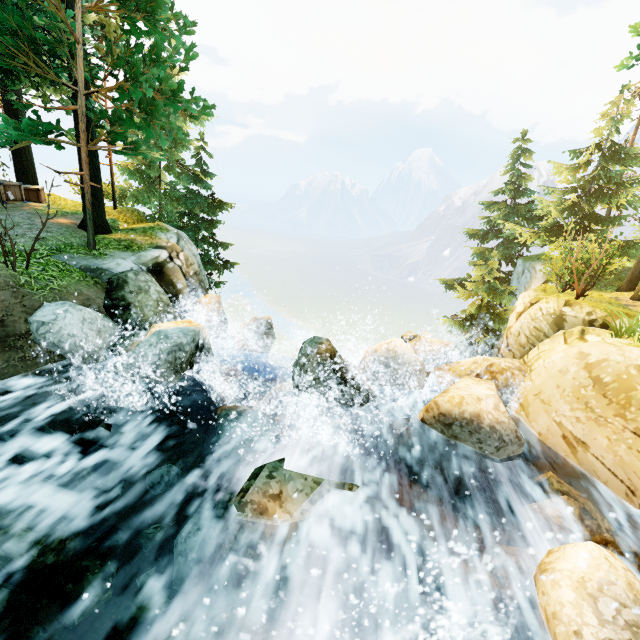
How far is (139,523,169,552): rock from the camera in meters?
4.6

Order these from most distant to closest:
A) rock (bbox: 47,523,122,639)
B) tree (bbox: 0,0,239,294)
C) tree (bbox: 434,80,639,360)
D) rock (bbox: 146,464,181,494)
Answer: tree (bbox: 434,80,639,360), tree (bbox: 0,0,239,294), rock (bbox: 146,464,181,494), rock (bbox: 47,523,122,639)

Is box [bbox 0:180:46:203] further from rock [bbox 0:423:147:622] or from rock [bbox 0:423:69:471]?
rock [bbox 0:423:147:622]

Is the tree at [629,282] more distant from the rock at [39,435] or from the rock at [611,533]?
the rock at [39,435]

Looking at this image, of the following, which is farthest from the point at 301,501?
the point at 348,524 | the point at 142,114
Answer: the point at 142,114

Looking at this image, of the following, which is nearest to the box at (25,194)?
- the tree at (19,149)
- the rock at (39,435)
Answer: the tree at (19,149)
